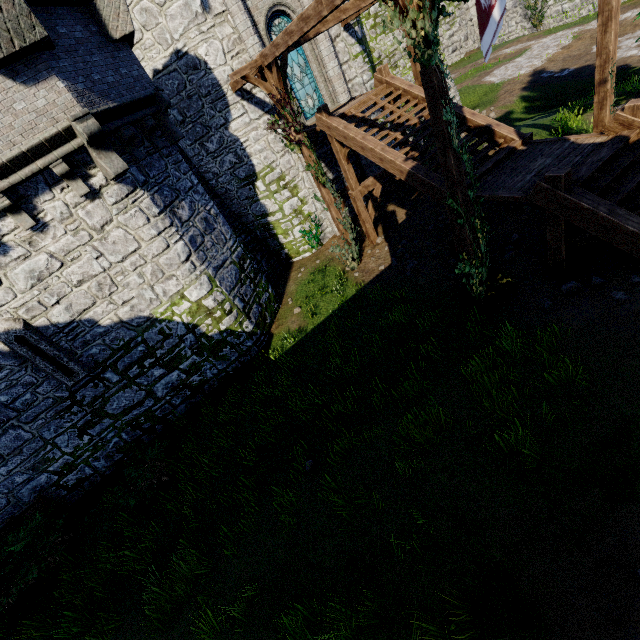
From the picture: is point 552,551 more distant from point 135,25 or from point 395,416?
point 135,25

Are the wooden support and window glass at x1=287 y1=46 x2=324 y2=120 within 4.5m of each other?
yes

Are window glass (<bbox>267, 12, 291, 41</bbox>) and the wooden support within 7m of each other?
yes

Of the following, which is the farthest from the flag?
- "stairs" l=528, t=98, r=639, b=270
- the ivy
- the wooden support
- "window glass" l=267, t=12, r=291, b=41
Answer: "window glass" l=267, t=12, r=291, b=41

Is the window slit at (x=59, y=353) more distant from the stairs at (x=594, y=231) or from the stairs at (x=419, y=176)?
the stairs at (x=594, y=231)

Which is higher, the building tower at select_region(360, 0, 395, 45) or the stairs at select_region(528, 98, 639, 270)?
the building tower at select_region(360, 0, 395, 45)

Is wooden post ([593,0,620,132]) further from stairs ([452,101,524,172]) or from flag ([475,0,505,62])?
flag ([475,0,505,62])

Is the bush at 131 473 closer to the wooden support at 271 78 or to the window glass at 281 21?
the wooden support at 271 78
